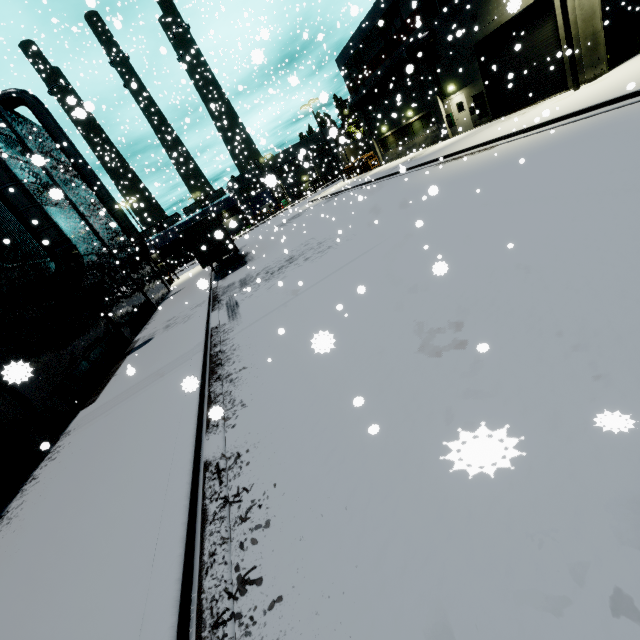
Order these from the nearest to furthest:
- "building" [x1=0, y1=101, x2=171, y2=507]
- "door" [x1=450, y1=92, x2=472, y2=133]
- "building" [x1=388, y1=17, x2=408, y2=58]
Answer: "building" [x1=0, y1=101, x2=171, y2=507], "door" [x1=450, y1=92, x2=472, y2=133], "building" [x1=388, y1=17, x2=408, y2=58]

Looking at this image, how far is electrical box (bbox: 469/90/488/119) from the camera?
21.1m

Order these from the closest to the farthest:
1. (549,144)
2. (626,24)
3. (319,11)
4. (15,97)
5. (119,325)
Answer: (549,144)
(626,24)
(119,325)
(15,97)
(319,11)

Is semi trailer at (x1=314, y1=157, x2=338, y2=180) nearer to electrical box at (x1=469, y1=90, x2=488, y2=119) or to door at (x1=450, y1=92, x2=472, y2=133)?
door at (x1=450, y1=92, x2=472, y2=133)

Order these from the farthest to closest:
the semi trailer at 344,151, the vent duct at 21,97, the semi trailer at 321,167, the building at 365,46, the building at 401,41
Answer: the semi trailer at 321,167 → the semi trailer at 344,151 → the building at 365,46 → the building at 401,41 → the vent duct at 21,97

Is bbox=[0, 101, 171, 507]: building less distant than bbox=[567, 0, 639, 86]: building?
Yes

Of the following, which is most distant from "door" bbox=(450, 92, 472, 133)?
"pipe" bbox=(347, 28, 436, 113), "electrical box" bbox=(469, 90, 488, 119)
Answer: "pipe" bbox=(347, 28, 436, 113)

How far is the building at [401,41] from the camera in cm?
2367
